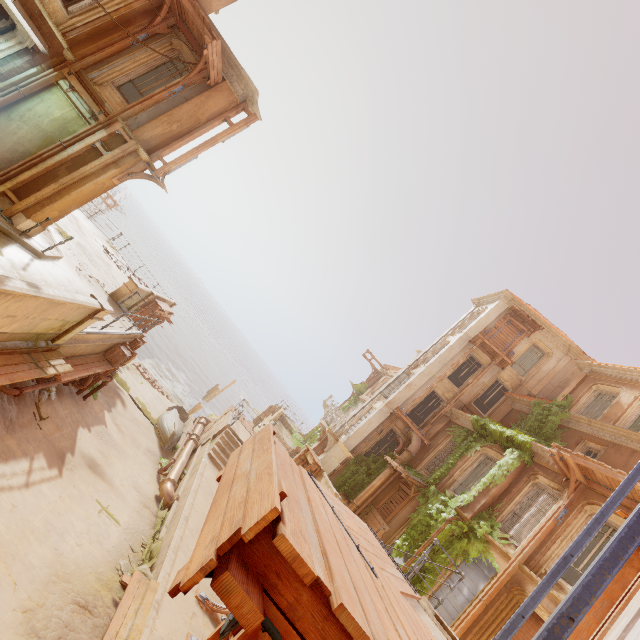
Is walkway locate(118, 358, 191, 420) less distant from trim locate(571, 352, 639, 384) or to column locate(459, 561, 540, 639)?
column locate(459, 561, 540, 639)

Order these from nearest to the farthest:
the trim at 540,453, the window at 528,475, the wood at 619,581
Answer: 1. the wood at 619,581
2. the window at 528,475
3. the trim at 540,453

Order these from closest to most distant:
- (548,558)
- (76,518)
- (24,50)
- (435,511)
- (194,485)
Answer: (76,518) → (24,50) → (548,558) → (194,485) → (435,511)

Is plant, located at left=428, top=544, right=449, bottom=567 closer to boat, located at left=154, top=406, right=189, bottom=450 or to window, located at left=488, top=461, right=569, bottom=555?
window, located at left=488, top=461, right=569, bottom=555

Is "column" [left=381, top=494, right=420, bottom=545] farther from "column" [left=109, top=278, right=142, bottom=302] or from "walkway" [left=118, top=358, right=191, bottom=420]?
"column" [left=109, top=278, right=142, bottom=302]

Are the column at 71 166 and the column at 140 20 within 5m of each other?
yes

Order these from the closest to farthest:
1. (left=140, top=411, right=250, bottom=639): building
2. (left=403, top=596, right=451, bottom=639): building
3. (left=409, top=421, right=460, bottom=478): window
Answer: (left=403, top=596, right=451, bottom=639): building, (left=140, top=411, right=250, bottom=639): building, (left=409, top=421, right=460, bottom=478): window

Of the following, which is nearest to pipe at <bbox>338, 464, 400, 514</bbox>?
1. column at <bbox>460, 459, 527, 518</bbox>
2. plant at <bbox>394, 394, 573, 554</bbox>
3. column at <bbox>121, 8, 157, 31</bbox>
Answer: plant at <bbox>394, 394, 573, 554</bbox>
